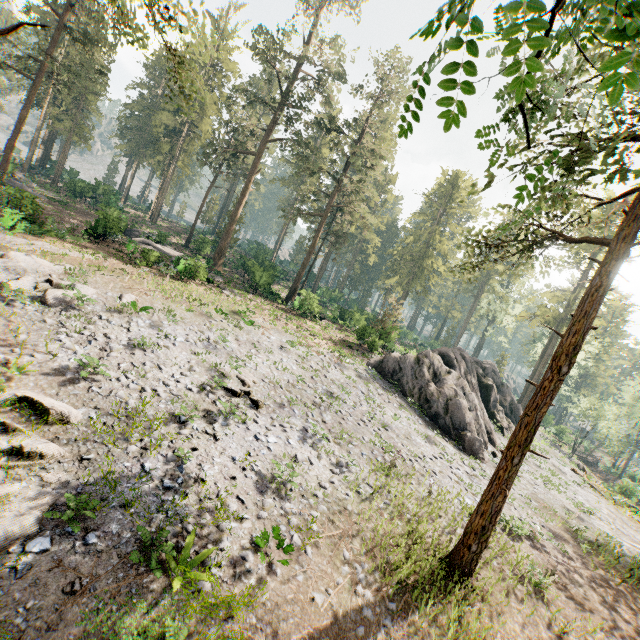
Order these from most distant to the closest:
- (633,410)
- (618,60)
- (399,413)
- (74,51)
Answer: (633,410) < (74,51) < (399,413) < (618,60)

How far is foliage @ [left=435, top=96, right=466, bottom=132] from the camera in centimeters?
132cm

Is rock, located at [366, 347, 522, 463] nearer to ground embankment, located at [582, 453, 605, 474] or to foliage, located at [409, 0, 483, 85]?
foliage, located at [409, 0, 483, 85]

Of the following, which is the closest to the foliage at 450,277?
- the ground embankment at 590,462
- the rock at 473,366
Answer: the rock at 473,366

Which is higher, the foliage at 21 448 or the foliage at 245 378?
the foliage at 245 378
